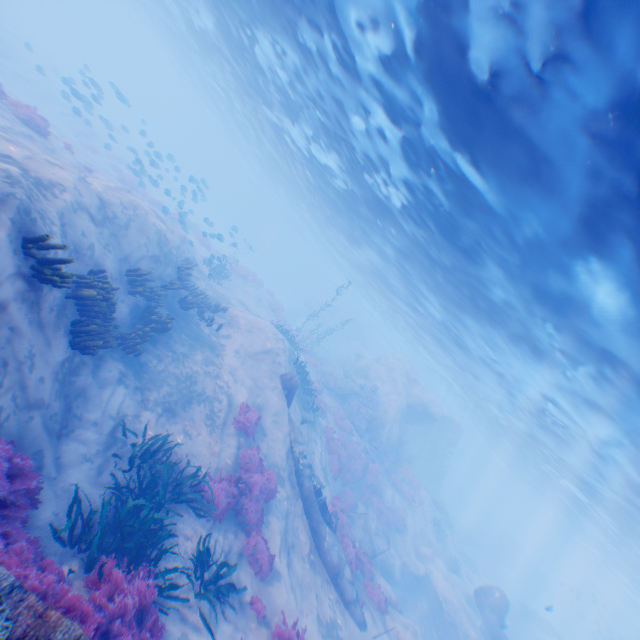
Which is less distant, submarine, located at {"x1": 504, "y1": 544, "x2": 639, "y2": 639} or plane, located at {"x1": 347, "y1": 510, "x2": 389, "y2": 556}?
plane, located at {"x1": 347, "y1": 510, "x2": 389, "y2": 556}

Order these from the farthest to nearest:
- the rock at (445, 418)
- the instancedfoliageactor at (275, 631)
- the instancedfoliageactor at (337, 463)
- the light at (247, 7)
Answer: the rock at (445, 418)
the instancedfoliageactor at (337, 463)
the instancedfoliageactor at (275, 631)
the light at (247, 7)

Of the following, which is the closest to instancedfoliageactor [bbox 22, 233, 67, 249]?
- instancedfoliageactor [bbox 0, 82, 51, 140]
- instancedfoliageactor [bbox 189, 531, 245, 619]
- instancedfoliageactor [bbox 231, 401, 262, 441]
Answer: instancedfoliageactor [bbox 231, 401, 262, 441]

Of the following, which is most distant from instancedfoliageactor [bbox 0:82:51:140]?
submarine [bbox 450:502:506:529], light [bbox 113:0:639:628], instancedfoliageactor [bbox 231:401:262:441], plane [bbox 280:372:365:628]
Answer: submarine [bbox 450:502:506:529]

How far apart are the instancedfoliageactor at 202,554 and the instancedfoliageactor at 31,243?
6.1 meters

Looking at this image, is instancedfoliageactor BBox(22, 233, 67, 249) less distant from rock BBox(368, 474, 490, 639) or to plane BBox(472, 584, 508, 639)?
rock BBox(368, 474, 490, 639)

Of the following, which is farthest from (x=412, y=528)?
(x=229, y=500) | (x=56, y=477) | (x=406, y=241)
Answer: (x=56, y=477)

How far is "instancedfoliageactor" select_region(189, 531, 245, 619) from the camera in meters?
7.2 m
